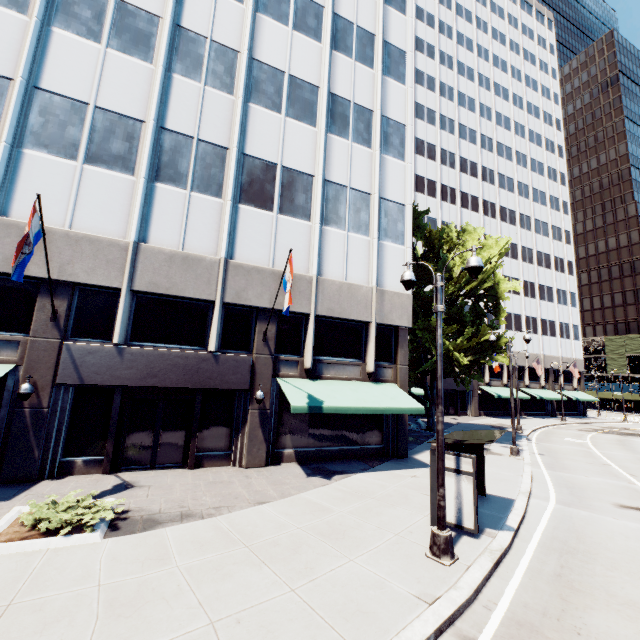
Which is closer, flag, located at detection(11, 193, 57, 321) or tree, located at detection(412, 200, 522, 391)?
flag, located at detection(11, 193, 57, 321)

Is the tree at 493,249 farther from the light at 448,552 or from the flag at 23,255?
the flag at 23,255

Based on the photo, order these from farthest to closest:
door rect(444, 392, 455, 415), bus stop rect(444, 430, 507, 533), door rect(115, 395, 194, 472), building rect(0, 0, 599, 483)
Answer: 1. door rect(444, 392, 455, 415)
2. door rect(115, 395, 194, 472)
3. building rect(0, 0, 599, 483)
4. bus stop rect(444, 430, 507, 533)

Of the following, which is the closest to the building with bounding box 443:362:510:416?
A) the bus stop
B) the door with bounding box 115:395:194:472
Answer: the door with bounding box 115:395:194:472

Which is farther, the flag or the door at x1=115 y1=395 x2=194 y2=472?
the door at x1=115 y1=395 x2=194 y2=472

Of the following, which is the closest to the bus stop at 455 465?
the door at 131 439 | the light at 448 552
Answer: the light at 448 552

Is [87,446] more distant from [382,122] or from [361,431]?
[382,122]

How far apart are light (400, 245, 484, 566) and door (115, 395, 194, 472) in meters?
9.8
